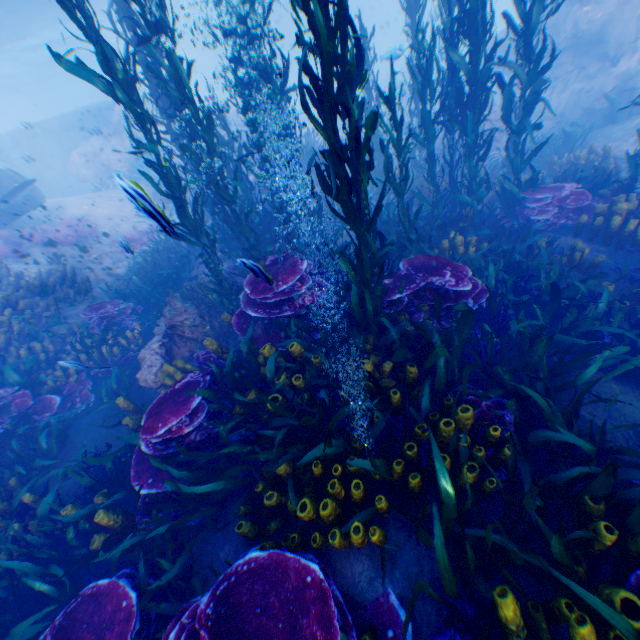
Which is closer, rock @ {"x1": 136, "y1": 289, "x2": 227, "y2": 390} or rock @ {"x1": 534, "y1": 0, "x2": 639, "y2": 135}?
rock @ {"x1": 136, "y1": 289, "x2": 227, "y2": 390}

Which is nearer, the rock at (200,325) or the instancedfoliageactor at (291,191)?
the instancedfoliageactor at (291,191)

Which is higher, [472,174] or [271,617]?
[472,174]

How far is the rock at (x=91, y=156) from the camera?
21.38m

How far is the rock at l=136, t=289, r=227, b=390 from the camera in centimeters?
589cm

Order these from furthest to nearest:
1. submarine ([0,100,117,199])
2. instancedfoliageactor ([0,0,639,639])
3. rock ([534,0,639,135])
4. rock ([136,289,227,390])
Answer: submarine ([0,100,117,199]) < rock ([534,0,639,135]) < rock ([136,289,227,390]) < instancedfoliageactor ([0,0,639,639])
